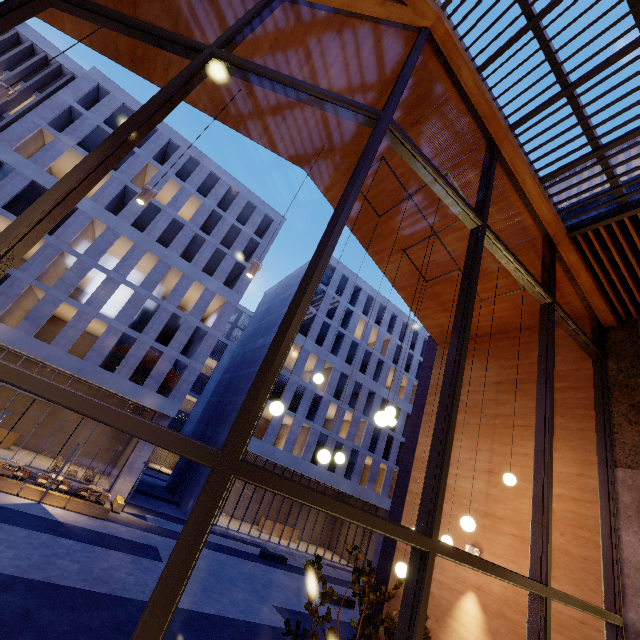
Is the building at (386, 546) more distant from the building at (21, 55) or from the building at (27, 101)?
the building at (21, 55)

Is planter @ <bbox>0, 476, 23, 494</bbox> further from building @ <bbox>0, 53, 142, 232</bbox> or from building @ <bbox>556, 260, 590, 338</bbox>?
building @ <bbox>556, 260, 590, 338</bbox>

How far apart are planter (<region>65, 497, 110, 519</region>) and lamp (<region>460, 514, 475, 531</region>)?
19.58m

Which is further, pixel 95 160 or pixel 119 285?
pixel 119 285

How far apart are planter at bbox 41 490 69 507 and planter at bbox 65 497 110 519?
0.11m

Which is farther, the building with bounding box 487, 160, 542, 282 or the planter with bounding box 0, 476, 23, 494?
the planter with bounding box 0, 476, 23, 494

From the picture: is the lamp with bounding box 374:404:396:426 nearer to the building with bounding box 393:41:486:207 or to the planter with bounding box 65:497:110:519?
the building with bounding box 393:41:486:207

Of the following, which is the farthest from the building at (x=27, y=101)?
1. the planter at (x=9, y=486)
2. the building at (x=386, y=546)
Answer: the planter at (x=9, y=486)
